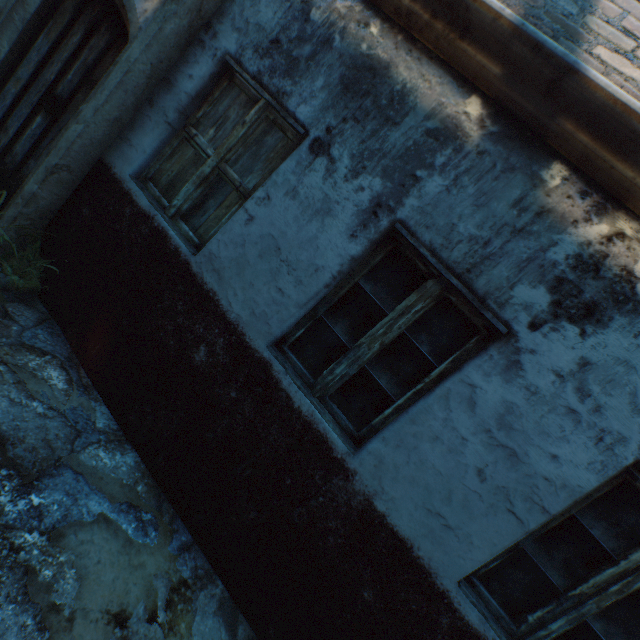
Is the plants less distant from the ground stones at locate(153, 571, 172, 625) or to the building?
the ground stones at locate(153, 571, 172, 625)

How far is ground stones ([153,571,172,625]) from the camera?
2.03m

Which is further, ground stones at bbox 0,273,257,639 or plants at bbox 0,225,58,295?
plants at bbox 0,225,58,295

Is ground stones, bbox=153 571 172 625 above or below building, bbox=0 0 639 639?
below

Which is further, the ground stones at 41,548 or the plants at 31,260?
the plants at 31,260

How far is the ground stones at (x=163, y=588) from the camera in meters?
2.0 m

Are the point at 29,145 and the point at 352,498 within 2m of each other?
no
